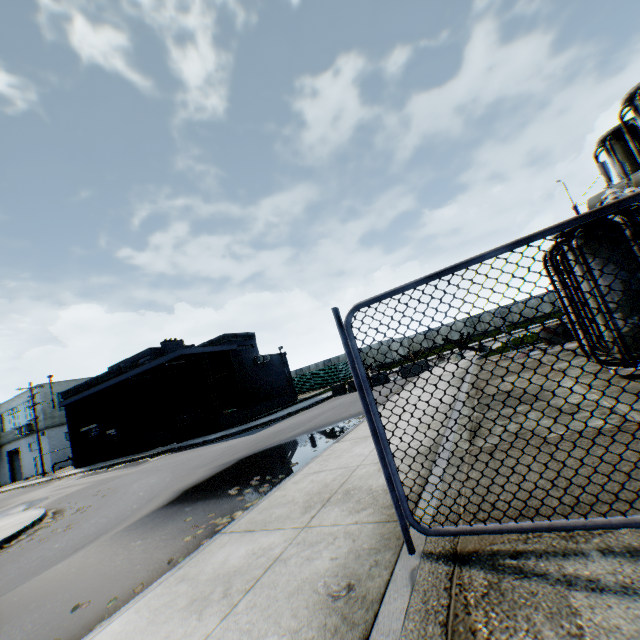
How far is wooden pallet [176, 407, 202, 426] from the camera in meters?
23.3

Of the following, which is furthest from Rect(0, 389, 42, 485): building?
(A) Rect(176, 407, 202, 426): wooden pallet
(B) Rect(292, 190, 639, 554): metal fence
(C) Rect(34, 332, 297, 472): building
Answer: (A) Rect(176, 407, 202, 426): wooden pallet

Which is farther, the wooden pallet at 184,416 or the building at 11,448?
the building at 11,448

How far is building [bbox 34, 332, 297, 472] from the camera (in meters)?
23.89

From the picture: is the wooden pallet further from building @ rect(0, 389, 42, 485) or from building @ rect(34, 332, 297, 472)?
building @ rect(0, 389, 42, 485)

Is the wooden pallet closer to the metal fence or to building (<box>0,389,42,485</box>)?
the metal fence

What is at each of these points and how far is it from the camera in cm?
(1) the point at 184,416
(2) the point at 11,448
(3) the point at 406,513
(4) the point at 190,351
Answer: (1) wooden pallet, 2333
(2) building, 4019
(3) metal fence, 271
(4) building, 2170

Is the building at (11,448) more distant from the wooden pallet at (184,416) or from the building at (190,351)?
the wooden pallet at (184,416)
